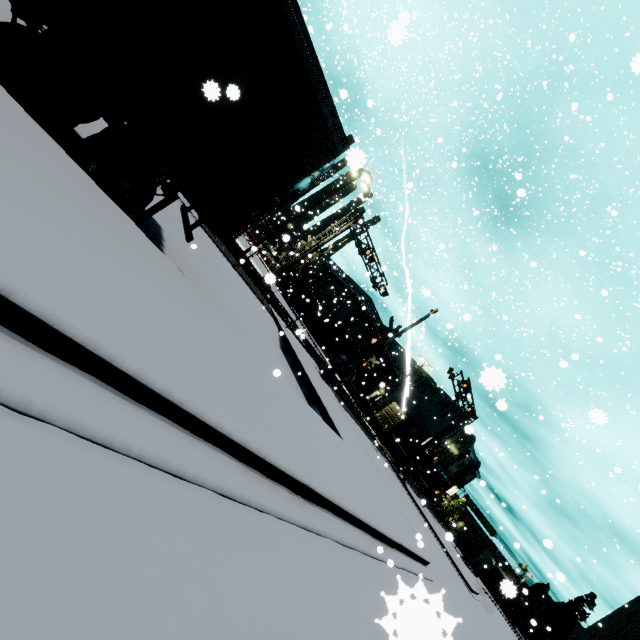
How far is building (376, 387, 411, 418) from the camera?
52.3m

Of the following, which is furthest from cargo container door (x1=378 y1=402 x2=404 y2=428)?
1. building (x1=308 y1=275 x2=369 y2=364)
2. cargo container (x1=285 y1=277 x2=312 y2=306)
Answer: building (x1=308 y1=275 x2=369 y2=364)

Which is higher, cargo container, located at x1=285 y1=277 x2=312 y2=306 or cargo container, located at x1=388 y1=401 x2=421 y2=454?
cargo container, located at x1=388 y1=401 x2=421 y2=454

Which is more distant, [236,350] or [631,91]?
[631,91]

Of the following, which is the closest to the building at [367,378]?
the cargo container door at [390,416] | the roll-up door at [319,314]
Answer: the roll-up door at [319,314]

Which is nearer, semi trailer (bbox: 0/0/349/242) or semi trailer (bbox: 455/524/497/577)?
semi trailer (bbox: 0/0/349/242)

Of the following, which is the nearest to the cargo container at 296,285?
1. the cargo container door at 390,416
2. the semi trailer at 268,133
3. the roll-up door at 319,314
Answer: the cargo container door at 390,416

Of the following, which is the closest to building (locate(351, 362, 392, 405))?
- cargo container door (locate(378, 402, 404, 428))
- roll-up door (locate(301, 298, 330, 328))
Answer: roll-up door (locate(301, 298, 330, 328))
